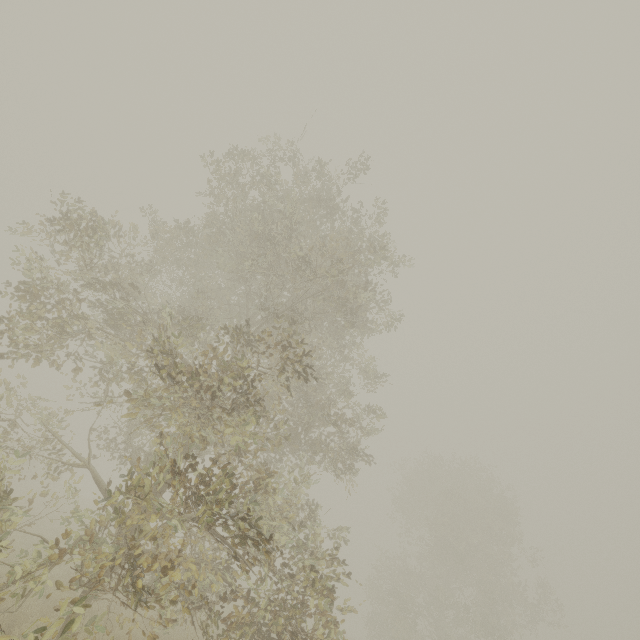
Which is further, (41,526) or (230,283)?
(41,526)
